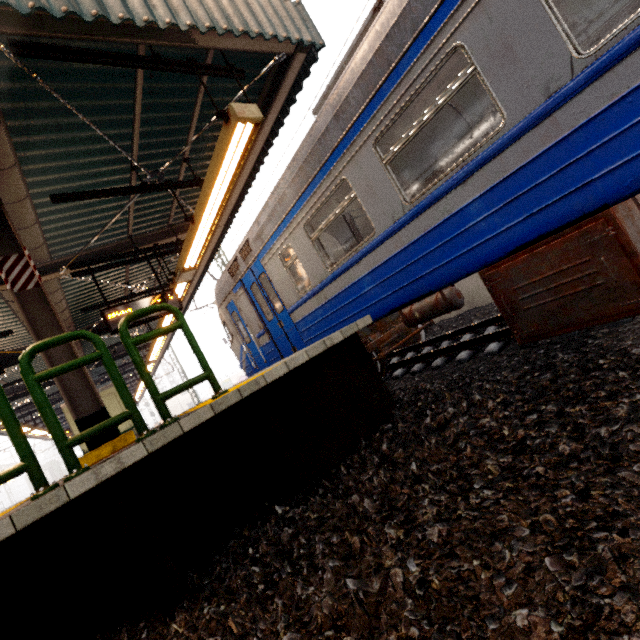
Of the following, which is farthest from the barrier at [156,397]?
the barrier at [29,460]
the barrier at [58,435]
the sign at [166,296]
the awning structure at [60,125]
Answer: the sign at [166,296]

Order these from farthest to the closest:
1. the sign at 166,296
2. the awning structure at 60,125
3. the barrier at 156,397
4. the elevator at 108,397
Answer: the elevator at 108,397 < the sign at 166,296 < the awning structure at 60,125 < the barrier at 156,397

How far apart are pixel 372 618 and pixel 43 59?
5.1m

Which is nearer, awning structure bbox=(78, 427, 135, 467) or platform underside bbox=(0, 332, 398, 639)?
platform underside bbox=(0, 332, 398, 639)

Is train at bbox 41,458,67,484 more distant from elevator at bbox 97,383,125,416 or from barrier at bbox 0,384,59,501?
barrier at bbox 0,384,59,501

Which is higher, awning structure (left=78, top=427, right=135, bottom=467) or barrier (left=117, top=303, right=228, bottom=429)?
barrier (left=117, top=303, right=228, bottom=429)

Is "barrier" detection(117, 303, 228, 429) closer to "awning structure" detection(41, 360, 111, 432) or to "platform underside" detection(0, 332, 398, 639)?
"platform underside" detection(0, 332, 398, 639)

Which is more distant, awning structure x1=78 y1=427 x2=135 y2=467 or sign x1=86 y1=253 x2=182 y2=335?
sign x1=86 y1=253 x2=182 y2=335
